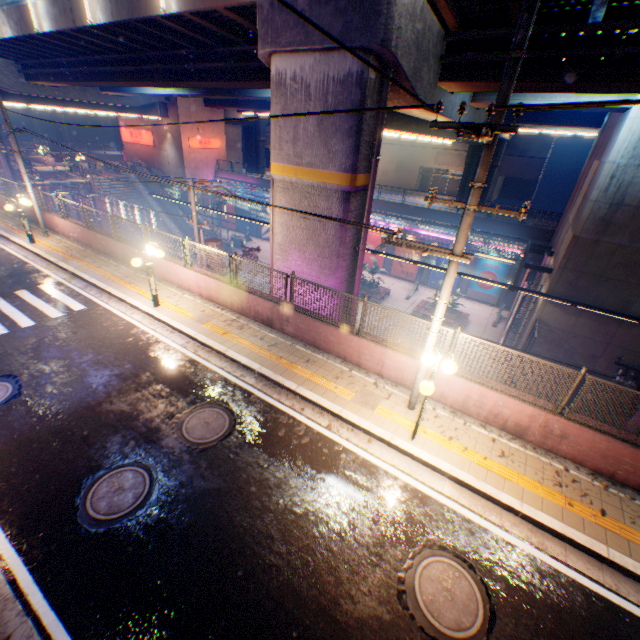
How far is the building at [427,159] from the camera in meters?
44.0 m

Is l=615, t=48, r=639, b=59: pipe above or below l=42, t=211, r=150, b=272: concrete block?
above

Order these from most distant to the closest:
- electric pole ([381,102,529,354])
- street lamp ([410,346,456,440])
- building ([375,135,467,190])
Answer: building ([375,135,467,190])
street lamp ([410,346,456,440])
electric pole ([381,102,529,354])

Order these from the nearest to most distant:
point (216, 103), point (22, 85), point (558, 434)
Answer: point (558, 434)
point (22, 85)
point (216, 103)

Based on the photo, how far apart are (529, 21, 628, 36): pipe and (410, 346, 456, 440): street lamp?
9.3 meters

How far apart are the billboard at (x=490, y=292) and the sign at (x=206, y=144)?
Result: 33.2 meters

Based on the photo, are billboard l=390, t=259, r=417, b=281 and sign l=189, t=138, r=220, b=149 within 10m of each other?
no

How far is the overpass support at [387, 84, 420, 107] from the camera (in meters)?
9.62
